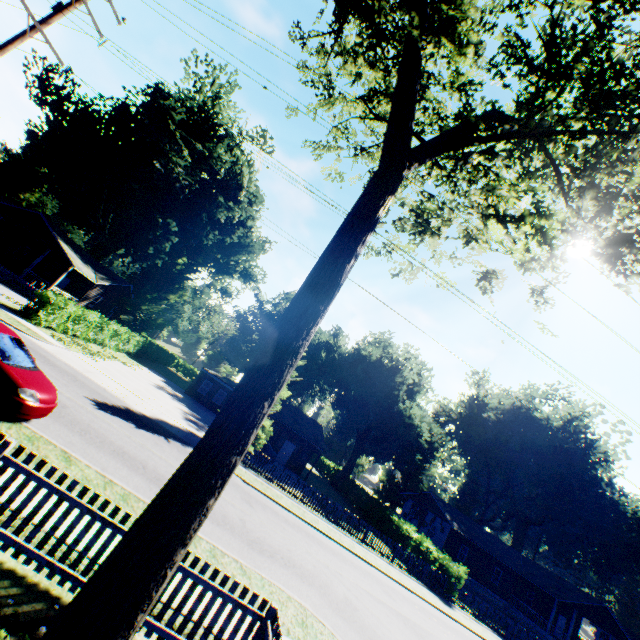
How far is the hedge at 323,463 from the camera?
49.1m

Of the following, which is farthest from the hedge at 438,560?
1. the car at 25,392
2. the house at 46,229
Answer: the house at 46,229

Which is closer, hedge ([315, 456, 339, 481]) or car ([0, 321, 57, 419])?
car ([0, 321, 57, 419])

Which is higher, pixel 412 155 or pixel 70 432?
pixel 412 155

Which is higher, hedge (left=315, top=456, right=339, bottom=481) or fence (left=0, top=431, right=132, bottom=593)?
hedge (left=315, top=456, right=339, bottom=481)

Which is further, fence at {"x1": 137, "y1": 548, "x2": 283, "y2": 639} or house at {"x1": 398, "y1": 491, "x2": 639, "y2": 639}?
house at {"x1": 398, "y1": 491, "x2": 639, "y2": 639}

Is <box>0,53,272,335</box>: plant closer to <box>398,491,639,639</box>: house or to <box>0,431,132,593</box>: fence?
<box>0,431,132,593</box>: fence

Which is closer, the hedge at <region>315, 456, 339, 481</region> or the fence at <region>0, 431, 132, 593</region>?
the fence at <region>0, 431, 132, 593</region>
